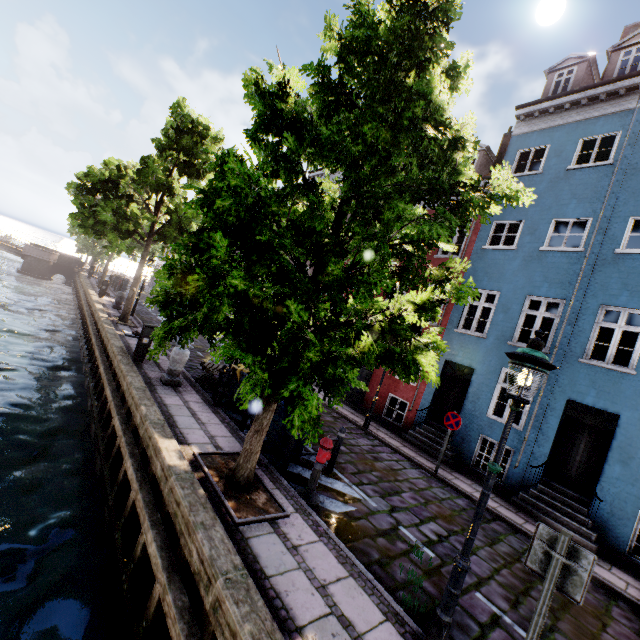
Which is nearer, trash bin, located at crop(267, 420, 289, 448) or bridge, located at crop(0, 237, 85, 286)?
trash bin, located at crop(267, 420, 289, 448)

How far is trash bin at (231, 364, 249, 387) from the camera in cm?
920

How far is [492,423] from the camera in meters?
10.9 m

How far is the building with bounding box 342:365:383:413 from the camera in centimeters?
1471cm

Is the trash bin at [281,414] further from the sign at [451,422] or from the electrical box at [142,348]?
the electrical box at [142,348]

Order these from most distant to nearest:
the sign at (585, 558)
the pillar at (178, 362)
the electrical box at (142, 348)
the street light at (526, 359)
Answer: the electrical box at (142, 348), the pillar at (178, 362), the street light at (526, 359), the sign at (585, 558)

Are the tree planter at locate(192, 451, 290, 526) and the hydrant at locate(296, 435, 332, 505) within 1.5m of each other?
yes

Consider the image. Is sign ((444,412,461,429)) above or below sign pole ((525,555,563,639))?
above
